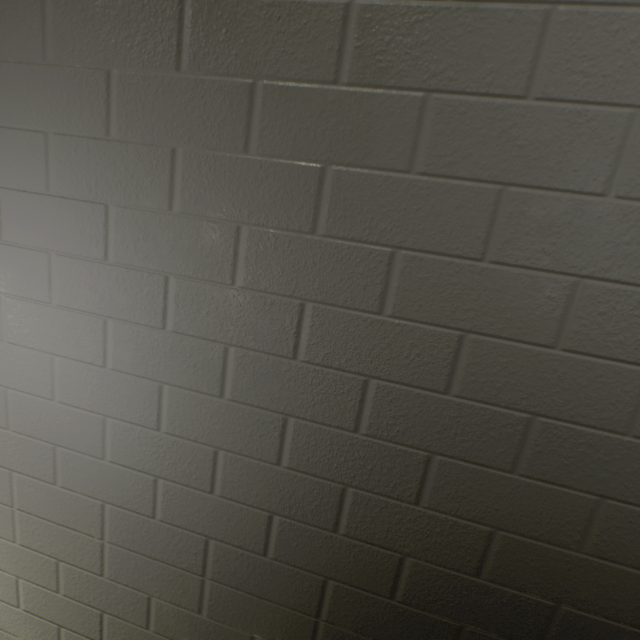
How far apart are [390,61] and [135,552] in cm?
166
